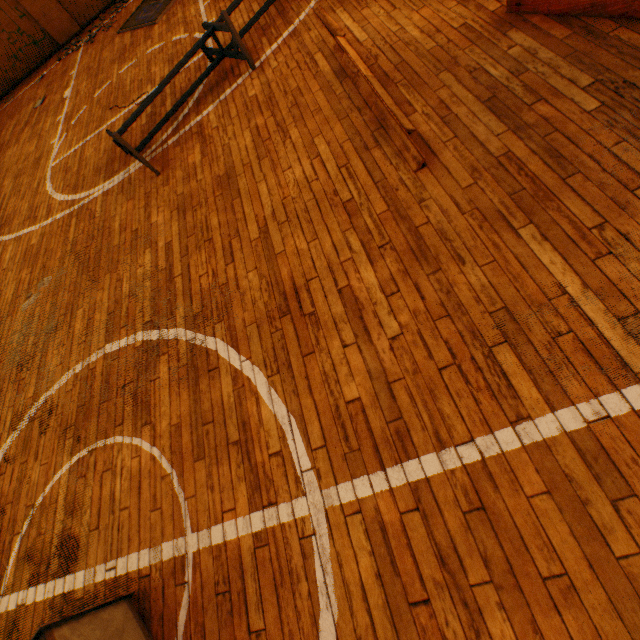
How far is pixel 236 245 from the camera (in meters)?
3.03

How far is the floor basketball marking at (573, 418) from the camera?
1.53m

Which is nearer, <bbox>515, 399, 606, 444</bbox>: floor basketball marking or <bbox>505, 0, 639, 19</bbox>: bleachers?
<bbox>515, 399, 606, 444</bbox>: floor basketball marking

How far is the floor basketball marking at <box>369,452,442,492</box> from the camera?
1.7m

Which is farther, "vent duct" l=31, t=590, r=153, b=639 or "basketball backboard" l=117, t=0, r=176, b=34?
"basketball backboard" l=117, t=0, r=176, b=34

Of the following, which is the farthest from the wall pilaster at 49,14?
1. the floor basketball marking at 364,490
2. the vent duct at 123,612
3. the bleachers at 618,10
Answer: the vent duct at 123,612
